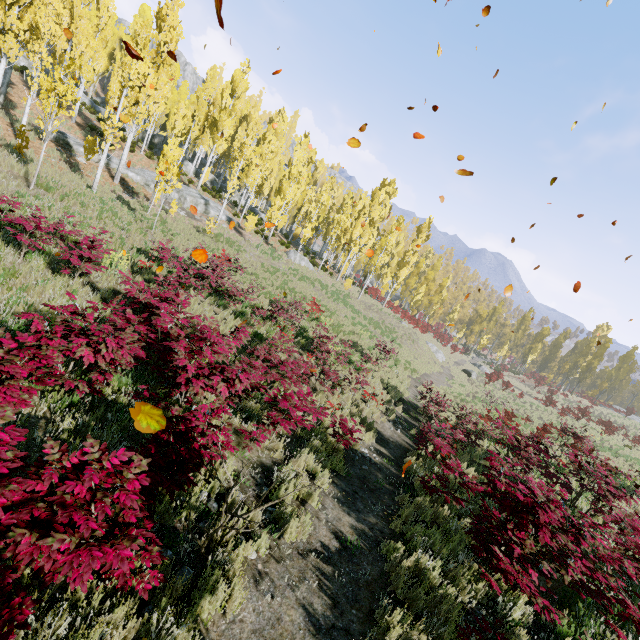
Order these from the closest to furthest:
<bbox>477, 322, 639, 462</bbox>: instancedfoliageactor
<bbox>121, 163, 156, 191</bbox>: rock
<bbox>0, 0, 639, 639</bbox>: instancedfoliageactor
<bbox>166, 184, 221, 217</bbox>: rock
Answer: <bbox>0, 0, 639, 639</bbox>: instancedfoliageactor
<bbox>121, 163, 156, 191</bbox>: rock
<bbox>166, 184, 221, 217</bbox>: rock
<bbox>477, 322, 639, 462</bbox>: instancedfoliageactor

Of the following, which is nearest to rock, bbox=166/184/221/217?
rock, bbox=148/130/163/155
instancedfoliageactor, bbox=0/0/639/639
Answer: instancedfoliageactor, bbox=0/0/639/639

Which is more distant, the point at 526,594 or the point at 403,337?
the point at 403,337

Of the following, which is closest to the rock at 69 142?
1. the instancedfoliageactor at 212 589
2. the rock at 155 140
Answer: the instancedfoliageactor at 212 589

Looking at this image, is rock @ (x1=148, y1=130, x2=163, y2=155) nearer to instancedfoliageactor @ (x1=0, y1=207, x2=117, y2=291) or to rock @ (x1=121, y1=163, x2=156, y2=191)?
instancedfoliageactor @ (x1=0, y1=207, x2=117, y2=291)
